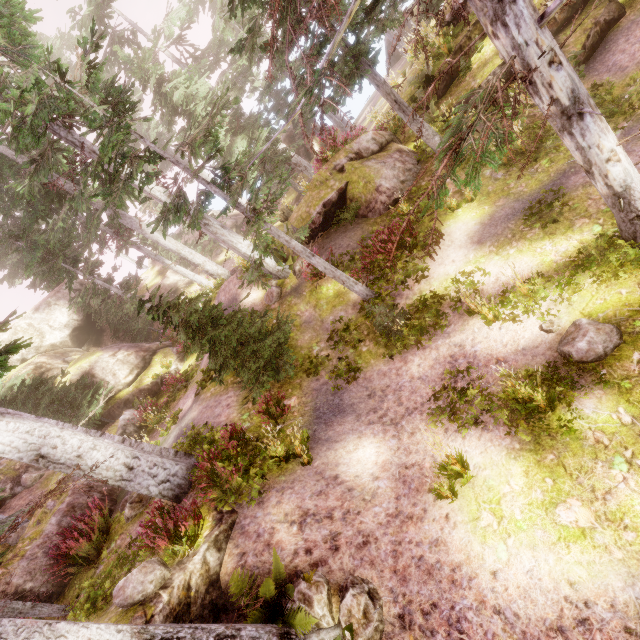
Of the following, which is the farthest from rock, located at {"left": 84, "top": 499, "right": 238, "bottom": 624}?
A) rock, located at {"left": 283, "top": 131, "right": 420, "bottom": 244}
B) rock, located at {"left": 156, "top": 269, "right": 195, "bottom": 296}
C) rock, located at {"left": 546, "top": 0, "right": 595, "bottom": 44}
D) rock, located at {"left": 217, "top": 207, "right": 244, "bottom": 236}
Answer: rock, located at {"left": 546, "top": 0, "right": 595, "bottom": 44}

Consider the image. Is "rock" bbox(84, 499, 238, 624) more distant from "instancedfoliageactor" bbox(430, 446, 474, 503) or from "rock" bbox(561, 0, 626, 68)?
"rock" bbox(561, 0, 626, 68)

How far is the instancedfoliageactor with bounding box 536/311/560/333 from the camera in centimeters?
690cm

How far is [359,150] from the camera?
13.77m

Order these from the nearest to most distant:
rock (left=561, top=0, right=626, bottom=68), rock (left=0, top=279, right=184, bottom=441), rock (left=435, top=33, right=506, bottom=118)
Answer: rock (left=561, top=0, right=626, bottom=68)
rock (left=435, top=33, right=506, bottom=118)
rock (left=0, top=279, right=184, bottom=441)

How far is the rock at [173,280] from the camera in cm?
2998

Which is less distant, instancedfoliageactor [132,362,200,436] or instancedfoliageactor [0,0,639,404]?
instancedfoliageactor [0,0,639,404]

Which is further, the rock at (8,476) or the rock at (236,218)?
the rock at (236,218)
